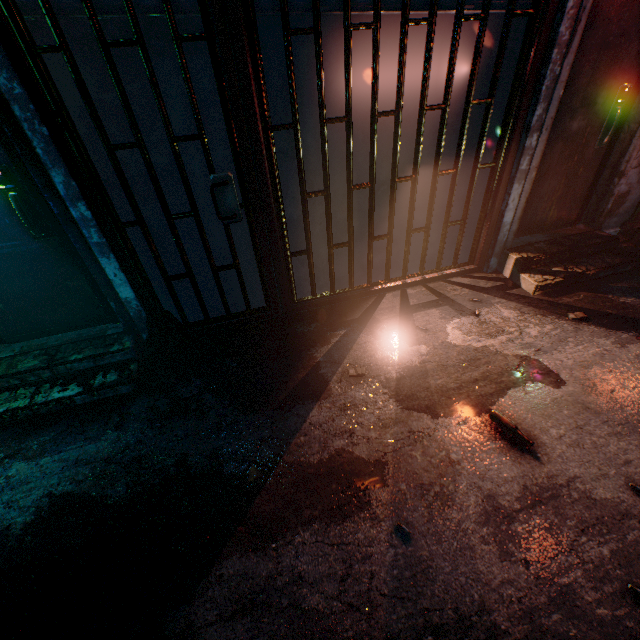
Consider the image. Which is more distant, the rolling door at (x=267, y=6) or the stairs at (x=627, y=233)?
the stairs at (x=627, y=233)

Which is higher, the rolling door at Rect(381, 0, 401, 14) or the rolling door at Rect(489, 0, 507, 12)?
the rolling door at Rect(381, 0, 401, 14)

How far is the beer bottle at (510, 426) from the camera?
1.95m

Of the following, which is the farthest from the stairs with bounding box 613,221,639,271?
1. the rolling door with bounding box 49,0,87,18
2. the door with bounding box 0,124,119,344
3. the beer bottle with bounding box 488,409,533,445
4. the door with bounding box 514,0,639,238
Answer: the door with bounding box 0,124,119,344

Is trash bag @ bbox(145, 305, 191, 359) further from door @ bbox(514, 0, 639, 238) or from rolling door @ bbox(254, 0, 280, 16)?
door @ bbox(514, 0, 639, 238)

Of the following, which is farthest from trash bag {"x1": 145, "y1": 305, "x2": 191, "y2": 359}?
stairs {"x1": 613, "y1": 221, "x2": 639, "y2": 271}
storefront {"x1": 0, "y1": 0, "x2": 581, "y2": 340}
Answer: stairs {"x1": 613, "y1": 221, "x2": 639, "y2": 271}

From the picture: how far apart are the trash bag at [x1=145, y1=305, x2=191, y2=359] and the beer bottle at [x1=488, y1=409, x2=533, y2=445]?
2.45m

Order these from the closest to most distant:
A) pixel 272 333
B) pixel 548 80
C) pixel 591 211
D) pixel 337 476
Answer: pixel 337 476
pixel 548 80
pixel 272 333
pixel 591 211
